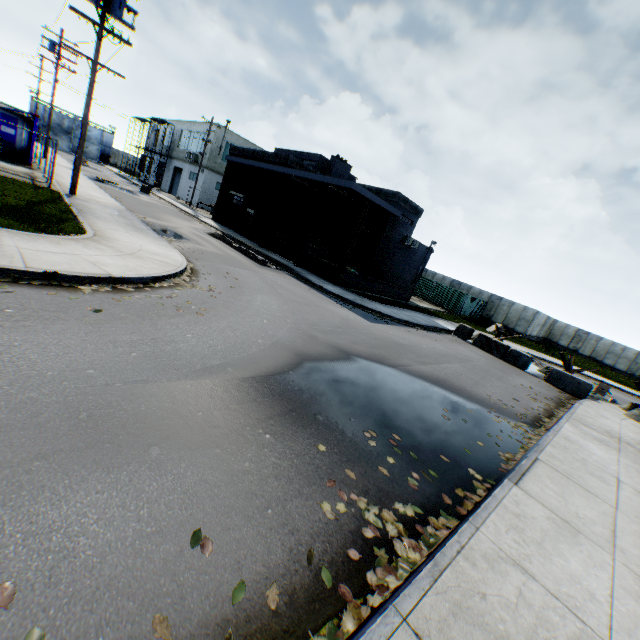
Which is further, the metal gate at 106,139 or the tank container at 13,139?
the metal gate at 106,139

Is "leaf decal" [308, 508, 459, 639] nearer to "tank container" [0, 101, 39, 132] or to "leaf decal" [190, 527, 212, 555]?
"leaf decal" [190, 527, 212, 555]

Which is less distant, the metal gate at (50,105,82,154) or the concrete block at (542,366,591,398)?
the concrete block at (542,366,591,398)

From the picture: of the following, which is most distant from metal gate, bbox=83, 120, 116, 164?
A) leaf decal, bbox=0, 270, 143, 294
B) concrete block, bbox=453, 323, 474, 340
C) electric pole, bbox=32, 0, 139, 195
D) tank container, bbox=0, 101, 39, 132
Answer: concrete block, bbox=453, 323, 474, 340

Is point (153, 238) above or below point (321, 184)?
below

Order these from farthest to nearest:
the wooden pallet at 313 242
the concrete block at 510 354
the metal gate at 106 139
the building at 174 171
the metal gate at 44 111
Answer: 1. the metal gate at 106 139
2. the metal gate at 44 111
3. the building at 174 171
4. the wooden pallet at 313 242
5. the concrete block at 510 354

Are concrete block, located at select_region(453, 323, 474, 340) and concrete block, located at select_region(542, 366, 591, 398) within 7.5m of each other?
yes

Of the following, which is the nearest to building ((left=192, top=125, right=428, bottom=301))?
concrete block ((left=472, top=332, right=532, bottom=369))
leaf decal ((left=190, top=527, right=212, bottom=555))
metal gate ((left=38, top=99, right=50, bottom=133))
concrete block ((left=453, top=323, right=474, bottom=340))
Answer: concrete block ((left=453, top=323, right=474, bottom=340))
